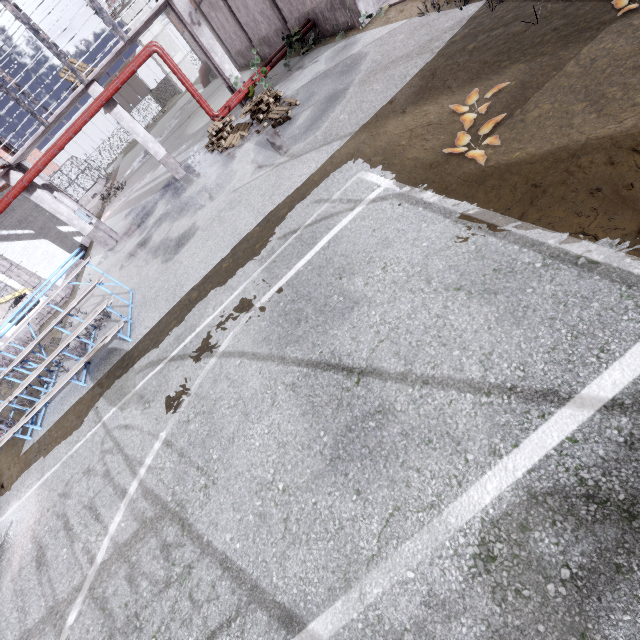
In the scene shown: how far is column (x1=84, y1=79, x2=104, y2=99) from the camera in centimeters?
1124cm

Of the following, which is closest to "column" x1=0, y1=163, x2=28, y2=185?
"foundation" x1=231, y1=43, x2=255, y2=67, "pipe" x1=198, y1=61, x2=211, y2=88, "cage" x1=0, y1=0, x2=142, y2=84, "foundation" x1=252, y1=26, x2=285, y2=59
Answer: "cage" x1=0, y1=0, x2=142, y2=84

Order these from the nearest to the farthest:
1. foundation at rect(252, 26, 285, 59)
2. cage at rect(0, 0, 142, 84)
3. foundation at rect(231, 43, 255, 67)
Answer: cage at rect(0, 0, 142, 84)
foundation at rect(252, 26, 285, 59)
foundation at rect(231, 43, 255, 67)

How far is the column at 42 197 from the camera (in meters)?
12.21

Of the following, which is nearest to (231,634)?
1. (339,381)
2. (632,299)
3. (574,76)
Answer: (339,381)

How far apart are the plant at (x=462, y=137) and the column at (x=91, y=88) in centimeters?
1282cm

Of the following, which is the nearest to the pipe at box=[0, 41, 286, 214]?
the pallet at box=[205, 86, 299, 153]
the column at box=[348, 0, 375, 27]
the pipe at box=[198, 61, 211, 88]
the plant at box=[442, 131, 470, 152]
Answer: the pallet at box=[205, 86, 299, 153]

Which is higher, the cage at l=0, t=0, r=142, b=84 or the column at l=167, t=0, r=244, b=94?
the cage at l=0, t=0, r=142, b=84
